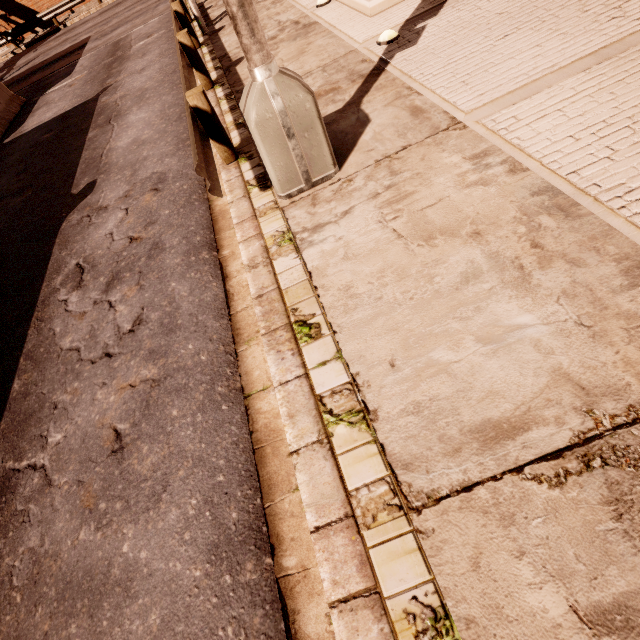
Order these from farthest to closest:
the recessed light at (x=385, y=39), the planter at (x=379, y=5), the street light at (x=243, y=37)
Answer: the planter at (x=379, y=5) → the recessed light at (x=385, y=39) → the street light at (x=243, y=37)

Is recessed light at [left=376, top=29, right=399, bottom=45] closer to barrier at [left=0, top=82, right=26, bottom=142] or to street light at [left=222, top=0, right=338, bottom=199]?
street light at [left=222, top=0, right=338, bottom=199]

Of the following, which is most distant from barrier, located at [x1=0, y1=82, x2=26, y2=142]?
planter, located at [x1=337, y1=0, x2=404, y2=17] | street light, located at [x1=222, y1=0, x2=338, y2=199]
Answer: street light, located at [x1=222, y1=0, x2=338, y2=199]

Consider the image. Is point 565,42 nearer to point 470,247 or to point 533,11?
point 533,11

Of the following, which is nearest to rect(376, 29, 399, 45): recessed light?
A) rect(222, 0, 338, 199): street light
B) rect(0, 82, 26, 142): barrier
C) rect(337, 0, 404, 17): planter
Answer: rect(337, 0, 404, 17): planter

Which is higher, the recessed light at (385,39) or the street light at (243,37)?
the street light at (243,37)
